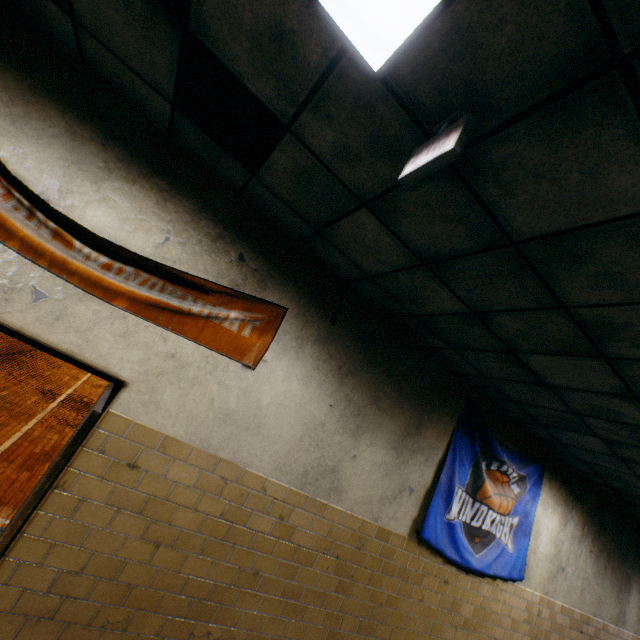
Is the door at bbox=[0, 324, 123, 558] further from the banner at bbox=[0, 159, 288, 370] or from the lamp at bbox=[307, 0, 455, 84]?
the lamp at bbox=[307, 0, 455, 84]

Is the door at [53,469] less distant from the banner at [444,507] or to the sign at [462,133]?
the sign at [462,133]

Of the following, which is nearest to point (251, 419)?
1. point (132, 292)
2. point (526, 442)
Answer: point (132, 292)

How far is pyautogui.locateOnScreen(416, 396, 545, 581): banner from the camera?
3.99m

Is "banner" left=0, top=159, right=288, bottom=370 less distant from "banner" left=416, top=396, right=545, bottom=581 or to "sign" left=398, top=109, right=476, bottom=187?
"sign" left=398, top=109, right=476, bottom=187

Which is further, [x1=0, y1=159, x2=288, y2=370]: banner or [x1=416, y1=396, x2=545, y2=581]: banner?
[x1=416, y1=396, x2=545, y2=581]: banner

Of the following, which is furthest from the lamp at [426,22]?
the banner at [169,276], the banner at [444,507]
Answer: the banner at [444,507]

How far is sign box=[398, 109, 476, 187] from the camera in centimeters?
124cm
